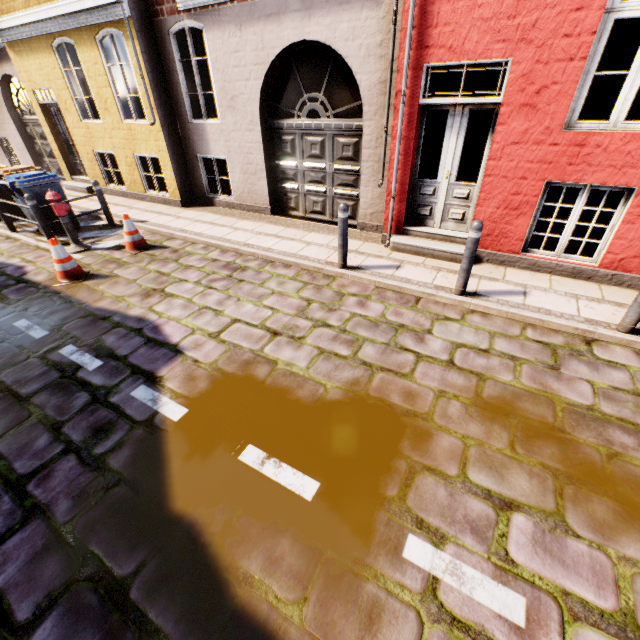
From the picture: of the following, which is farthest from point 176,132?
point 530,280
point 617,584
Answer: point 617,584

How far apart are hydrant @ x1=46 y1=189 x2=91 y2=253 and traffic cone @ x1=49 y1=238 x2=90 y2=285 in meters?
1.0 m

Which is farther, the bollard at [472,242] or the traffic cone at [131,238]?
the traffic cone at [131,238]

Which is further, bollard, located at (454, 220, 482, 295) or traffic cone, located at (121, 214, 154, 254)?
traffic cone, located at (121, 214, 154, 254)

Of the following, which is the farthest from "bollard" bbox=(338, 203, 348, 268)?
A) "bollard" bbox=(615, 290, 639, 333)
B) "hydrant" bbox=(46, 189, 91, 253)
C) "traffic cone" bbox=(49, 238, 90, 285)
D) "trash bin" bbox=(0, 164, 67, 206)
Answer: "trash bin" bbox=(0, 164, 67, 206)

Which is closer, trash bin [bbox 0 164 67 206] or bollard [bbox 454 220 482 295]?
bollard [bbox 454 220 482 295]

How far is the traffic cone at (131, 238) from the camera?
6.7 meters

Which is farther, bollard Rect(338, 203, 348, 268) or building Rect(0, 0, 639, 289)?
bollard Rect(338, 203, 348, 268)
